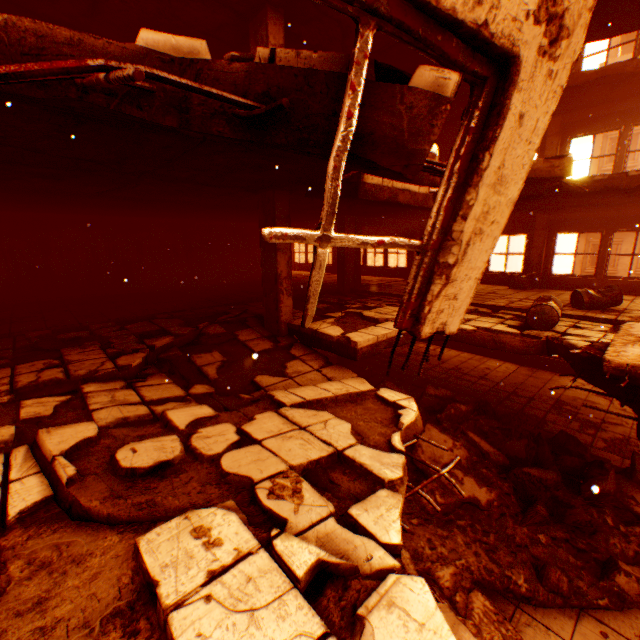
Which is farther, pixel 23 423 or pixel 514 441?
pixel 514 441

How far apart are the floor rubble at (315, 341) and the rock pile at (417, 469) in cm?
91

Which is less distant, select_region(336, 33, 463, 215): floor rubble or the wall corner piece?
select_region(336, 33, 463, 215): floor rubble

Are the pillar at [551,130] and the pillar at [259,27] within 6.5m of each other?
no

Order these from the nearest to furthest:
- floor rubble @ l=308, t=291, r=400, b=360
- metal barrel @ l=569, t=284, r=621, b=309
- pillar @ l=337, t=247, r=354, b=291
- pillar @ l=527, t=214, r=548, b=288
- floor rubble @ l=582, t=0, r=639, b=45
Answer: floor rubble @ l=582, t=0, r=639, b=45, floor rubble @ l=308, t=291, r=400, b=360, metal barrel @ l=569, t=284, r=621, b=309, pillar @ l=527, t=214, r=548, b=288, pillar @ l=337, t=247, r=354, b=291

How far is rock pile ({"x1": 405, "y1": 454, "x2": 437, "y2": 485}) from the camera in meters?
5.7

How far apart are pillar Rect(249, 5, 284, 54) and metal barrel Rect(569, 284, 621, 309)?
7.4 meters

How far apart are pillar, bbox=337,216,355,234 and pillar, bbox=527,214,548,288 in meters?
6.3
